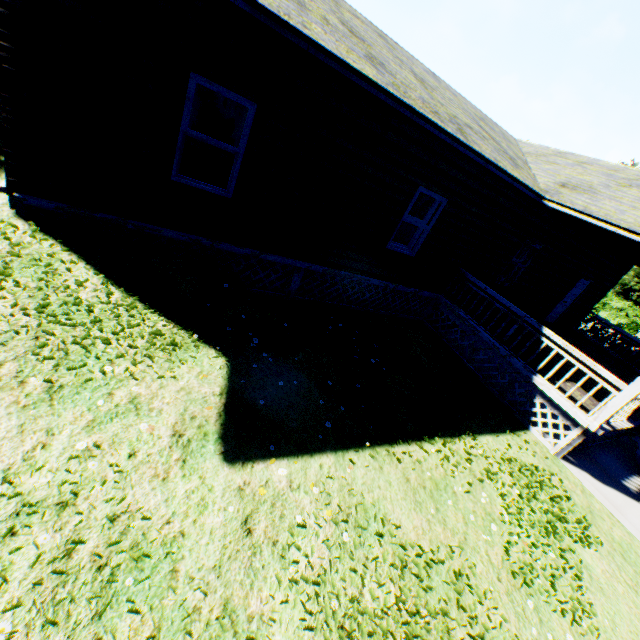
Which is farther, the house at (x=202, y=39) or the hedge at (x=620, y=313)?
the hedge at (x=620, y=313)

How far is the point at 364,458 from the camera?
4.7 meters

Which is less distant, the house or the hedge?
the house
